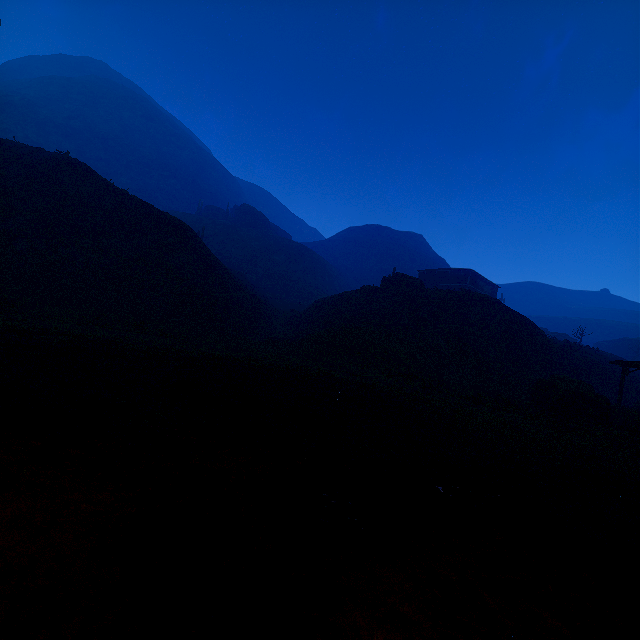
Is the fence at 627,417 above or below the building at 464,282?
below

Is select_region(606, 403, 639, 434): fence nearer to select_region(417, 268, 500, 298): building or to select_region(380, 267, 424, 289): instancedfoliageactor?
select_region(417, 268, 500, 298): building

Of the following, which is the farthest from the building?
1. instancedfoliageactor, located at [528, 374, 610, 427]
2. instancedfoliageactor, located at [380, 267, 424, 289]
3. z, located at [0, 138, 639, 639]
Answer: instancedfoliageactor, located at [380, 267, 424, 289]

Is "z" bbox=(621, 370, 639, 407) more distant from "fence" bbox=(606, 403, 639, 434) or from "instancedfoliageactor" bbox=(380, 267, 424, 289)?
"instancedfoliageactor" bbox=(380, 267, 424, 289)

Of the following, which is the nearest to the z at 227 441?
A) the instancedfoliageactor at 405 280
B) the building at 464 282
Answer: the building at 464 282

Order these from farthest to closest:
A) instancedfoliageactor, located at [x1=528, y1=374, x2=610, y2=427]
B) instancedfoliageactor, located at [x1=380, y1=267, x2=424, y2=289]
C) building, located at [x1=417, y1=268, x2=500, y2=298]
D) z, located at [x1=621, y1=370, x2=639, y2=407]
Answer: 1. building, located at [x1=417, y1=268, x2=500, y2=298]
2. instancedfoliageactor, located at [x1=380, y1=267, x2=424, y2=289]
3. z, located at [x1=621, y1=370, x2=639, y2=407]
4. instancedfoliageactor, located at [x1=528, y1=374, x2=610, y2=427]

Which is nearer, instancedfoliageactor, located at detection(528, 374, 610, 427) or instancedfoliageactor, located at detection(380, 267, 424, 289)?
instancedfoliageactor, located at detection(528, 374, 610, 427)

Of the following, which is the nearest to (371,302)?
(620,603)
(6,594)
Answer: (620,603)
